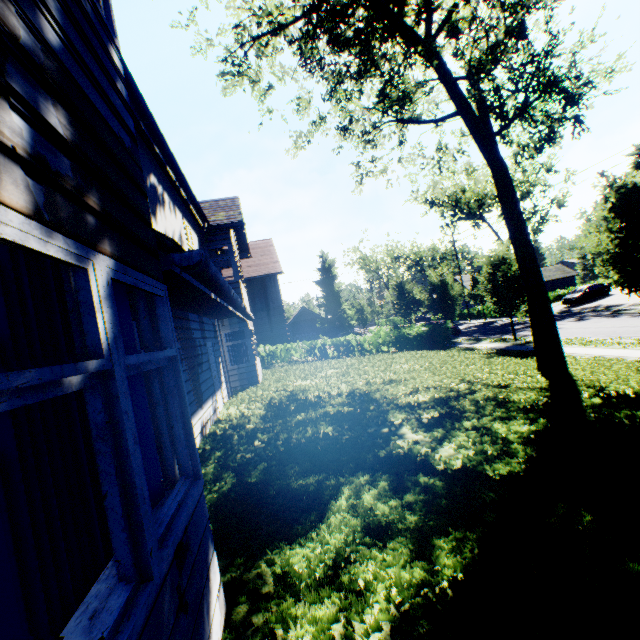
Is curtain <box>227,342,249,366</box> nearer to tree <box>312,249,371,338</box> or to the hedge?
the hedge

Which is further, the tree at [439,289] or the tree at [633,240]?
the tree at [633,240]

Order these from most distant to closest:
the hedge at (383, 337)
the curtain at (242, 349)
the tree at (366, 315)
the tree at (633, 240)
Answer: the tree at (366, 315) < the hedge at (383, 337) < the curtain at (242, 349) < the tree at (633, 240)

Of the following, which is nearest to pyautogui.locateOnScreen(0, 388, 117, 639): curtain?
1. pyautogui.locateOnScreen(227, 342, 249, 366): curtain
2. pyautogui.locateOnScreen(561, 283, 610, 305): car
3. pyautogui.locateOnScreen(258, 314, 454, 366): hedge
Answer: pyautogui.locateOnScreen(227, 342, 249, 366): curtain

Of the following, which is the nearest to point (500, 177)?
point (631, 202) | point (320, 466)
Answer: point (631, 202)

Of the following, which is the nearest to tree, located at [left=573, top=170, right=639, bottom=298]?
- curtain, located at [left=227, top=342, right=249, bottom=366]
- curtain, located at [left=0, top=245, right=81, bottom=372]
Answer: curtain, located at [left=227, top=342, right=249, bottom=366]

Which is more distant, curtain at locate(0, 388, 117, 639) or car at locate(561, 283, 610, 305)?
car at locate(561, 283, 610, 305)

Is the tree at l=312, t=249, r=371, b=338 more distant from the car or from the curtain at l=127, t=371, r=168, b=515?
the curtain at l=127, t=371, r=168, b=515
